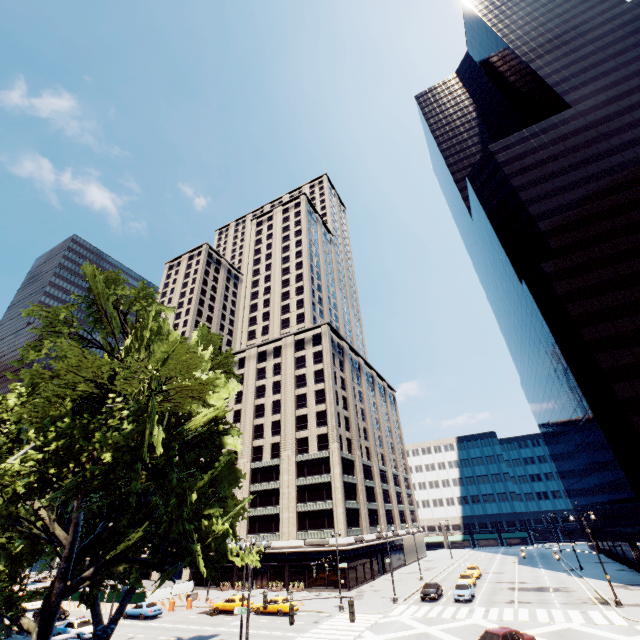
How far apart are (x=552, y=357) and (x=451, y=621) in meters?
39.8

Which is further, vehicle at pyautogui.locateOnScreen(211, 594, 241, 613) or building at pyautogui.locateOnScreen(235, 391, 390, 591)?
building at pyautogui.locateOnScreen(235, 391, 390, 591)

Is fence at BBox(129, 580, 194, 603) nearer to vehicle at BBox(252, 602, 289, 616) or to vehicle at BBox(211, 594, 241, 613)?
vehicle at BBox(211, 594, 241, 613)

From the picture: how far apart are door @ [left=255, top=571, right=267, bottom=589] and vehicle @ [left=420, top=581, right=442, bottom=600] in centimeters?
2445cm

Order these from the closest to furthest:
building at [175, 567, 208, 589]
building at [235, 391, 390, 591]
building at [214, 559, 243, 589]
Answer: building at [235, 391, 390, 591], building at [214, 559, 243, 589], building at [175, 567, 208, 589]

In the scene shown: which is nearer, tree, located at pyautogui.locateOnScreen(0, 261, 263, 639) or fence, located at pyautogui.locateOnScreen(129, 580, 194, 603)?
tree, located at pyautogui.locateOnScreen(0, 261, 263, 639)

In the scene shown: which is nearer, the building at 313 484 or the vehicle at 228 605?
the vehicle at 228 605

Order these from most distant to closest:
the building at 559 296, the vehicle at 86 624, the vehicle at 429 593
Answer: the building at 559 296, the vehicle at 429 593, the vehicle at 86 624
